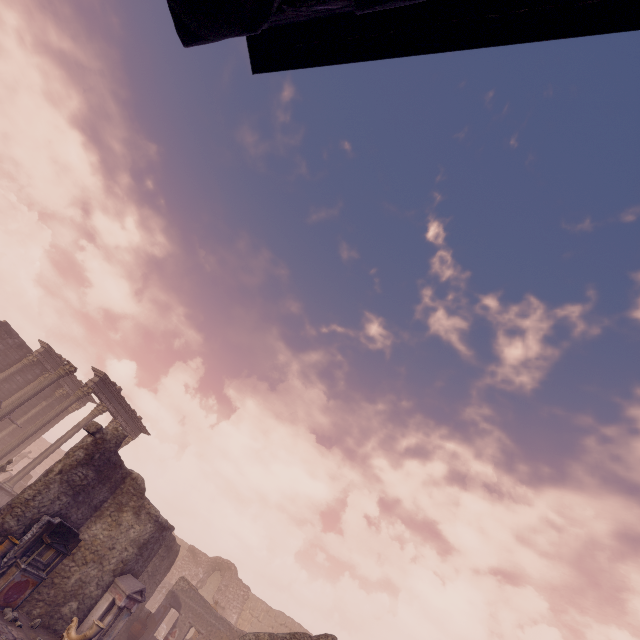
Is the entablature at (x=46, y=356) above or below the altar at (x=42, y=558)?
above

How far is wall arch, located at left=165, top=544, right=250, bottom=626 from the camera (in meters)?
25.45

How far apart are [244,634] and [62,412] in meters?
14.9

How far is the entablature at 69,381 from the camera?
23.62m

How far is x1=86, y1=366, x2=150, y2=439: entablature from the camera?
19.31m

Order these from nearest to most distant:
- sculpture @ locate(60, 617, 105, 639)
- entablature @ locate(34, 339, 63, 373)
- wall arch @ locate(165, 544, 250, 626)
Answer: sculpture @ locate(60, 617, 105, 639), entablature @ locate(34, 339, 63, 373), wall arch @ locate(165, 544, 250, 626)

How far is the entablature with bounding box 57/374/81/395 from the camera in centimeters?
2362cm

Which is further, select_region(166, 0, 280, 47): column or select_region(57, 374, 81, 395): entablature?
select_region(57, 374, 81, 395): entablature
